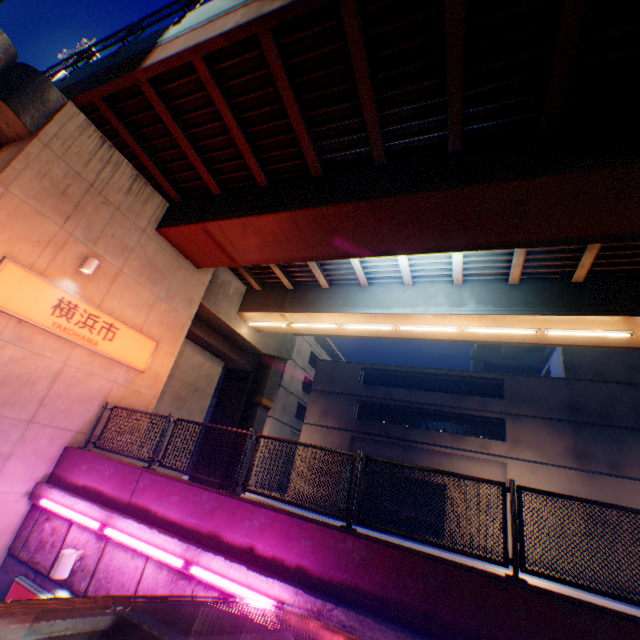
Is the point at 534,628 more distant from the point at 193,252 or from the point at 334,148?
the point at 193,252

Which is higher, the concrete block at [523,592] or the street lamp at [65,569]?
the concrete block at [523,592]

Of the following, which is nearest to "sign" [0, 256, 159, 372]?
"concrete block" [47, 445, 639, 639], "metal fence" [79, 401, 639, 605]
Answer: "metal fence" [79, 401, 639, 605]

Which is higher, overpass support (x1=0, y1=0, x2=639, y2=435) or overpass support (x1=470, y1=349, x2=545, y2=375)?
overpass support (x1=470, y1=349, x2=545, y2=375)

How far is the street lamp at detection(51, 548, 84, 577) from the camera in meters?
6.2 m

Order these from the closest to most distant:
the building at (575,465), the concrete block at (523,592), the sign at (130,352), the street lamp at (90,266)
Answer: the concrete block at (523,592), the sign at (130,352), the street lamp at (90,266), the building at (575,465)

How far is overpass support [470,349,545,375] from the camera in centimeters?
4644cm

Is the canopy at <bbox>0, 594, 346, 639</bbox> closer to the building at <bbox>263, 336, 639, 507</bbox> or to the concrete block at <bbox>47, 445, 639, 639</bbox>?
the concrete block at <bbox>47, 445, 639, 639</bbox>
